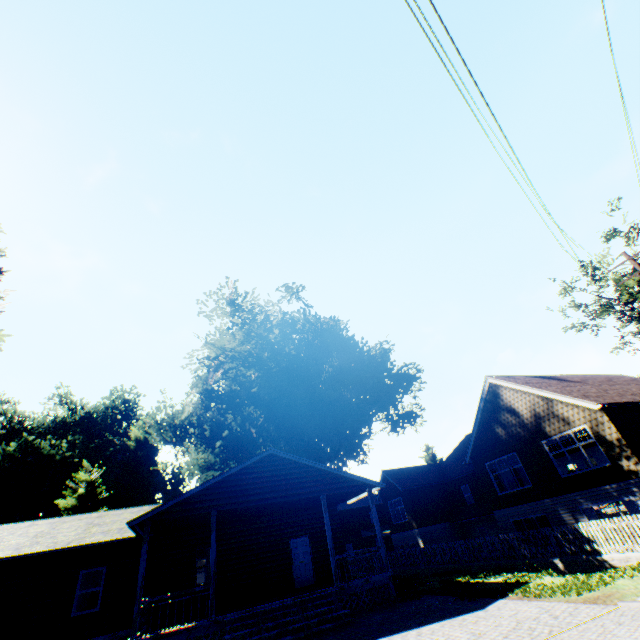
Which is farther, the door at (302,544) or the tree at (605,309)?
the tree at (605,309)

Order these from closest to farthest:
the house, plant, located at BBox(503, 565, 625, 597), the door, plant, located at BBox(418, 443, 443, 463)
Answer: plant, located at BBox(503, 565, 625, 597), the house, the door, plant, located at BBox(418, 443, 443, 463)

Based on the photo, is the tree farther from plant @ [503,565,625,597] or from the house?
the house

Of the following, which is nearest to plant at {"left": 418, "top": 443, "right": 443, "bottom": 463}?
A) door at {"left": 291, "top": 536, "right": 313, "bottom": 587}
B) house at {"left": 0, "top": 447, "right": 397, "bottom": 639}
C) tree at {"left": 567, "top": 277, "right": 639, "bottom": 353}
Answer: house at {"left": 0, "top": 447, "right": 397, "bottom": 639}

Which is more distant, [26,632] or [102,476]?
[102,476]

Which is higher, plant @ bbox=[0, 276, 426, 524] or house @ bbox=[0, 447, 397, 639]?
plant @ bbox=[0, 276, 426, 524]

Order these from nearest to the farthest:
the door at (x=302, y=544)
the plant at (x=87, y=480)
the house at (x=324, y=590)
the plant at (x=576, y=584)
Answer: the plant at (x=576, y=584) < the house at (x=324, y=590) < the door at (x=302, y=544) < the plant at (x=87, y=480)

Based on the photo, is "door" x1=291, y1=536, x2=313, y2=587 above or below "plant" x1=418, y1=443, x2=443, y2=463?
below
